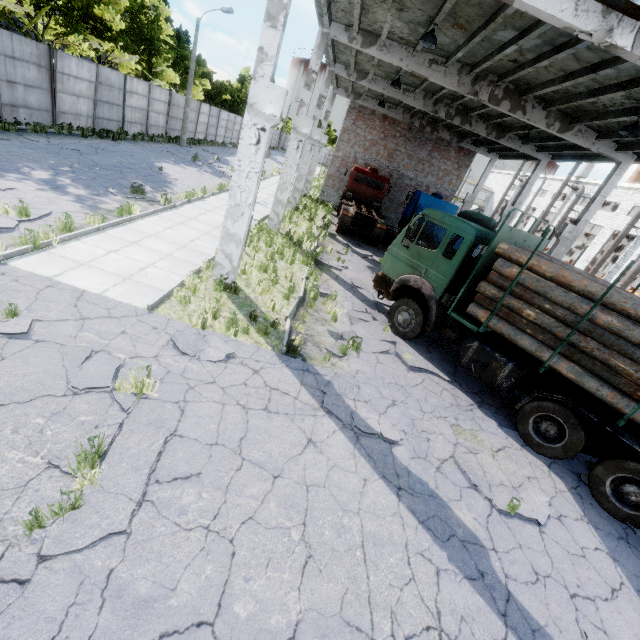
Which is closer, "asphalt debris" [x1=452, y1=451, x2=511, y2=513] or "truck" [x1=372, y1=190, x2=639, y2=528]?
"asphalt debris" [x1=452, y1=451, x2=511, y2=513]

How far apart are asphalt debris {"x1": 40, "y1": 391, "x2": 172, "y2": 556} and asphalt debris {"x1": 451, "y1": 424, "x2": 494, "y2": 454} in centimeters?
498cm

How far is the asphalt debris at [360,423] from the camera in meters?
5.9 m

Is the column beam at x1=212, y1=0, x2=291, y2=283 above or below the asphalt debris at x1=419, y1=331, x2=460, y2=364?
above

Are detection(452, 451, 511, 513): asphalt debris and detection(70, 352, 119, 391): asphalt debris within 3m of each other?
no

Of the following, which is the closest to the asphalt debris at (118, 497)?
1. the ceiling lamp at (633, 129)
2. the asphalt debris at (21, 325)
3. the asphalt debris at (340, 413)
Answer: the asphalt debris at (21, 325)

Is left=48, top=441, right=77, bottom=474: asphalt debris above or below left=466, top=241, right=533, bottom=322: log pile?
below

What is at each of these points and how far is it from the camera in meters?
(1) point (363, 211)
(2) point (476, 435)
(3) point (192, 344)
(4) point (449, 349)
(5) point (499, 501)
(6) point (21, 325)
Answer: (1) truck, 19.4 m
(2) asphalt debris, 6.9 m
(3) asphalt debris, 6.3 m
(4) asphalt debris, 10.2 m
(5) asphalt debris, 5.5 m
(6) asphalt debris, 5.2 m
